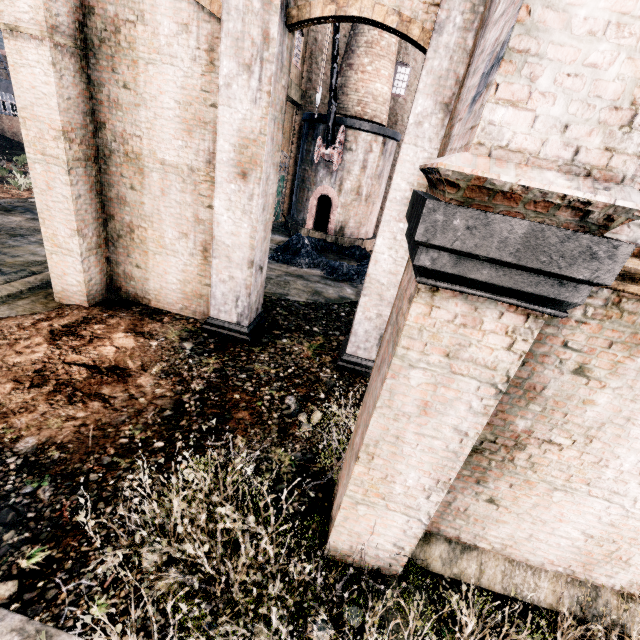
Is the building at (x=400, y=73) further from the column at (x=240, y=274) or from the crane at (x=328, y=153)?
the crane at (x=328, y=153)

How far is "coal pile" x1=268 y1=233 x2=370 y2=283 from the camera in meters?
16.6

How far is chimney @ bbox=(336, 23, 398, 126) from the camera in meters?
18.0 m

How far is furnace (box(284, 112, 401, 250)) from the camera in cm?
1927

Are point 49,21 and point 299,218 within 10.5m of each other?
no

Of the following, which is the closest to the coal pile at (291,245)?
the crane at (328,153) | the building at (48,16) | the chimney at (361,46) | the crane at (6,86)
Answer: the building at (48,16)

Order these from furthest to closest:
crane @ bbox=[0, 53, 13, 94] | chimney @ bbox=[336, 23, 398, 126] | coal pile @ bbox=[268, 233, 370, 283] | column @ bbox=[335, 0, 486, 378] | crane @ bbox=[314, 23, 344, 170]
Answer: crane @ bbox=[0, 53, 13, 94] → chimney @ bbox=[336, 23, 398, 126] → coal pile @ bbox=[268, 233, 370, 283] → crane @ bbox=[314, 23, 344, 170] → column @ bbox=[335, 0, 486, 378]

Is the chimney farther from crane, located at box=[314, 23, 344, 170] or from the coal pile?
the coal pile
